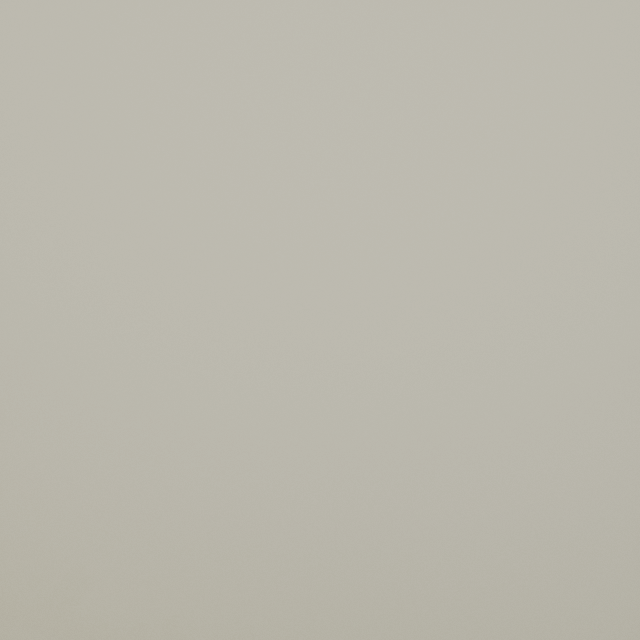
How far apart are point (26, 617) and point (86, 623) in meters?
14.1
